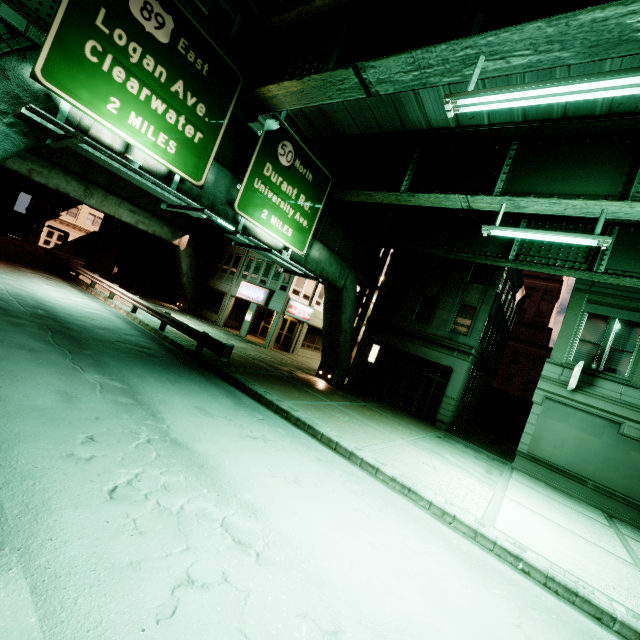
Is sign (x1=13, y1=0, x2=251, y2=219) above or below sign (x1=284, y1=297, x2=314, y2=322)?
above

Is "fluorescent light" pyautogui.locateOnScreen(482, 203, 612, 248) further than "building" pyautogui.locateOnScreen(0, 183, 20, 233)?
No

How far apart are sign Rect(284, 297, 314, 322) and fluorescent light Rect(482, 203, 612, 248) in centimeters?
1689cm

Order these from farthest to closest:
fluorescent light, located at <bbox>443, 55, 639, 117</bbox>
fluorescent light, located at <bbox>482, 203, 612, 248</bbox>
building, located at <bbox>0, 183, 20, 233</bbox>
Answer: building, located at <bbox>0, 183, 20, 233</bbox> → fluorescent light, located at <bbox>482, 203, 612, 248</bbox> → fluorescent light, located at <bbox>443, 55, 639, 117</bbox>

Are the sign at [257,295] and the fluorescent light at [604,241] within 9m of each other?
no

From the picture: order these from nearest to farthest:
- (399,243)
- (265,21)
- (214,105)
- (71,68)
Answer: (71,68) → (214,105) → (265,21) → (399,243)

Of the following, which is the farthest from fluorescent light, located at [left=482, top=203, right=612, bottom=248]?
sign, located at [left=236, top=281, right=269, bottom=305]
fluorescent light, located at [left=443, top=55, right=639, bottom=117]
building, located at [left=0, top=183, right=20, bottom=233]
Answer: building, located at [left=0, top=183, right=20, bottom=233]

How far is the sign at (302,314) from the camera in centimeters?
2607cm
